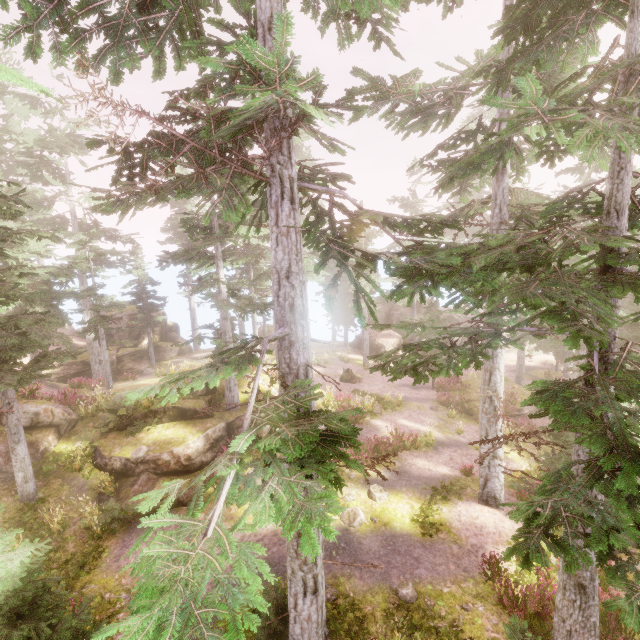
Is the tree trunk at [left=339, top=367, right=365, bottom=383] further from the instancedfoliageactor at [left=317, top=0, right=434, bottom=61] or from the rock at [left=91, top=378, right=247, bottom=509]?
the rock at [left=91, top=378, right=247, bottom=509]

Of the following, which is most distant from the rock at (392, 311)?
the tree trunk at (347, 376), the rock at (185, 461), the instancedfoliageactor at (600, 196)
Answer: the rock at (185, 461)

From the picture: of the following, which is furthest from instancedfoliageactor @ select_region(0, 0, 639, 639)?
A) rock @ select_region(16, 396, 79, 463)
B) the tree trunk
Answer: the tree trunk

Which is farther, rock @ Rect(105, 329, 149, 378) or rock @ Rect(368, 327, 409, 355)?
rock @ Rect(368, 327, 409, 355)

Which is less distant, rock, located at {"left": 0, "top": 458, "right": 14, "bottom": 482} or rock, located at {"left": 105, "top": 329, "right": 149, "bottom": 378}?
rock, located at {"left": 0, "top": 458, "right": 14, "bottom": 482}

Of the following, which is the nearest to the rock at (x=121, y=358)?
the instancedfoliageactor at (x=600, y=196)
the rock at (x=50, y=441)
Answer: → the instancedfoliageactor at (x=600, y=196)

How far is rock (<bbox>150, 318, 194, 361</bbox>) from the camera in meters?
34.7 m

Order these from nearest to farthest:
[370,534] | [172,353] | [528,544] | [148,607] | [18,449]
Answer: [148,607], [528,544], [370,534], [18,449], [172,353]
